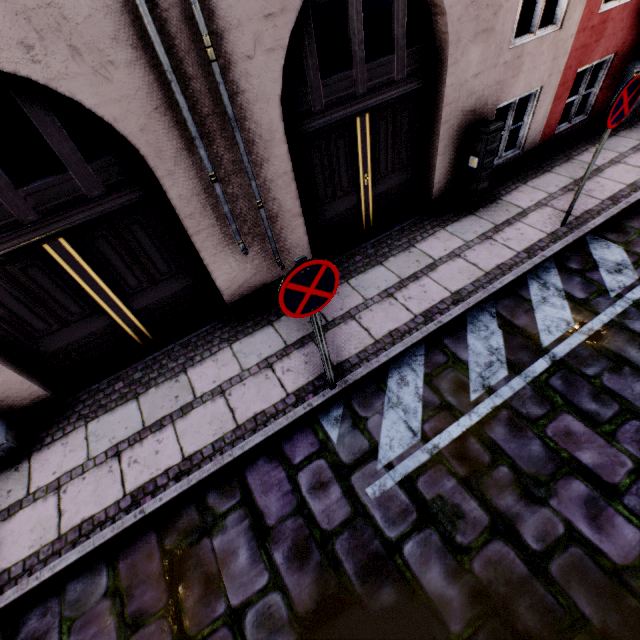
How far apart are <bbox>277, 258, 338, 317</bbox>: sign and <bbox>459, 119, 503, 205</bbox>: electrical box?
4.0m

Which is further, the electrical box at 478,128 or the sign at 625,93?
the electrical box at 478,128

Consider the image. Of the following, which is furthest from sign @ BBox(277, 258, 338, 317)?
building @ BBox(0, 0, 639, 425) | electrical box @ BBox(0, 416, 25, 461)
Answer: electrical box @ BBox(0, 416, 25, 461)

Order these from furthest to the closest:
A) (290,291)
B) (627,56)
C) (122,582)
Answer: (627,56)
(122,582)
(290,291)

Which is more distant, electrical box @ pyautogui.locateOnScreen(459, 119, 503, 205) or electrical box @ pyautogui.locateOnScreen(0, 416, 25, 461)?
electrical box @ pyautogui.locateOnScreen(459, 119, 503, 205)

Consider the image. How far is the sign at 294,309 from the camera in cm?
237

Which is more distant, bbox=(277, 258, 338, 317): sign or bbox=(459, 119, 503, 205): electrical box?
bbox=(459, 119, 503, 205): electrical box

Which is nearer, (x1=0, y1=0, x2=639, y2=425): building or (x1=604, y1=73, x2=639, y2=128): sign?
(x1=0, y1=0, x2=639, y2=425): building
